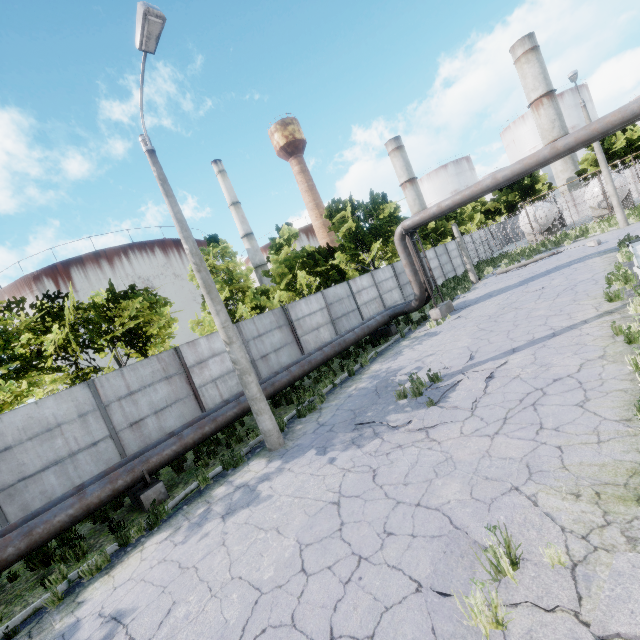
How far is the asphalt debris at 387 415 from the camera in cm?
673

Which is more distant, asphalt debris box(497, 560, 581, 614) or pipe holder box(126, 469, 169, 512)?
pipe holder box(126, 469, 169, 512)

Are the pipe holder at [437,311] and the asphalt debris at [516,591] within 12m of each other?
no

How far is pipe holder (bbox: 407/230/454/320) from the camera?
16.38m

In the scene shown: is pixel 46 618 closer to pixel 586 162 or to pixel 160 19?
pixel 160 19

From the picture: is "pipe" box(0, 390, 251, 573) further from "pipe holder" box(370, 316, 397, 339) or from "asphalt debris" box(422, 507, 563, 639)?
"asphalt debris" box(422, 507, 563, 639)

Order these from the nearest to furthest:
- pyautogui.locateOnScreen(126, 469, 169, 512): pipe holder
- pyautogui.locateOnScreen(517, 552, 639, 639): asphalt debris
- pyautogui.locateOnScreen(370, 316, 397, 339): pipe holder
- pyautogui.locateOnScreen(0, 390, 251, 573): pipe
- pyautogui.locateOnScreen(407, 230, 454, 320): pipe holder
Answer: pyautogui.locateOnScreen(517, 552, 639, 639): asphalt debris < pyautogui.locateOnScreen(0, 390, 251, 573): pipe < pyautogui.locateOnScreen(126, 469, 169, 512): pipe holder < pyautogui.locateOnScreen(407, 230, 454, 320): pipe holder < pyautogui.locateOnScreen(370, 316, 397, 339): pipe holder

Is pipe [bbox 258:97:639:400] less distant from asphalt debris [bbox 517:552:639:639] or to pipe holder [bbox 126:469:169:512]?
pipe holder [bbox 126:469:169:512]
